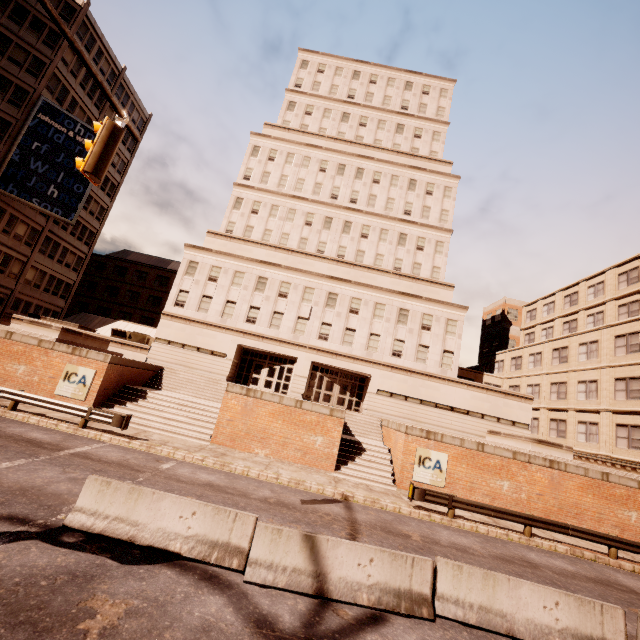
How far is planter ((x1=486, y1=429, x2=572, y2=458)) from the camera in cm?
1900

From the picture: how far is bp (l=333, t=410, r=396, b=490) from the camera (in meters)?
17.48

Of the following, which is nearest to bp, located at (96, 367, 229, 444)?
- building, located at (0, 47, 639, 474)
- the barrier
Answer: building, located at (0, 47, 639, 474)

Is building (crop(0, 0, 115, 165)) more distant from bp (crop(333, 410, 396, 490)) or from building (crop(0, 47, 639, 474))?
bp (crop(333, 410, 396, 490))

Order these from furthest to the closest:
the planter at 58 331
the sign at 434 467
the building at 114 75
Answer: the building at 114 75 → the planter at 58 331 → the sign at 434 467

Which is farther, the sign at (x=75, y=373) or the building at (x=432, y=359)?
the building at (x=432, y=359)

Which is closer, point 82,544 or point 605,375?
point 82,544

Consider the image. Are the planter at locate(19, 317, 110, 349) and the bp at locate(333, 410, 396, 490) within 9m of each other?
no
